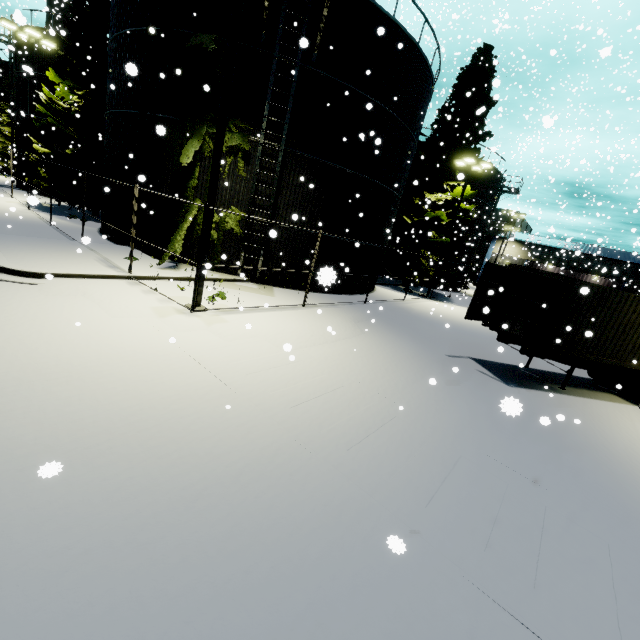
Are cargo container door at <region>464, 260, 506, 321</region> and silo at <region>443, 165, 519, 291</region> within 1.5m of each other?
no

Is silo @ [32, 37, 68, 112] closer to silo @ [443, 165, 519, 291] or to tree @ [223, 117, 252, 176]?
tree @ [223, 117, 252, 176]

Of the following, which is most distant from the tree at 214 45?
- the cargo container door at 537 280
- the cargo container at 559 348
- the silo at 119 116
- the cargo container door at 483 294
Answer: the cargo container door at 537 280

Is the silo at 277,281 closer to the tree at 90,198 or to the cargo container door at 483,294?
the tree at 90,198

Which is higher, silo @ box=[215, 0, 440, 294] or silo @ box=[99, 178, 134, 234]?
silo @ box=[215, 0, 440, 294]

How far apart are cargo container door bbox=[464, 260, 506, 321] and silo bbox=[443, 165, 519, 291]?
20.4 meters

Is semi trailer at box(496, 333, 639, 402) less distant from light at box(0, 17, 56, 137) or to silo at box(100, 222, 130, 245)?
silo at box(100, 222, 130, 245)

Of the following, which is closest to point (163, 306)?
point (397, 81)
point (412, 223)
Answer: point (397, 81)
